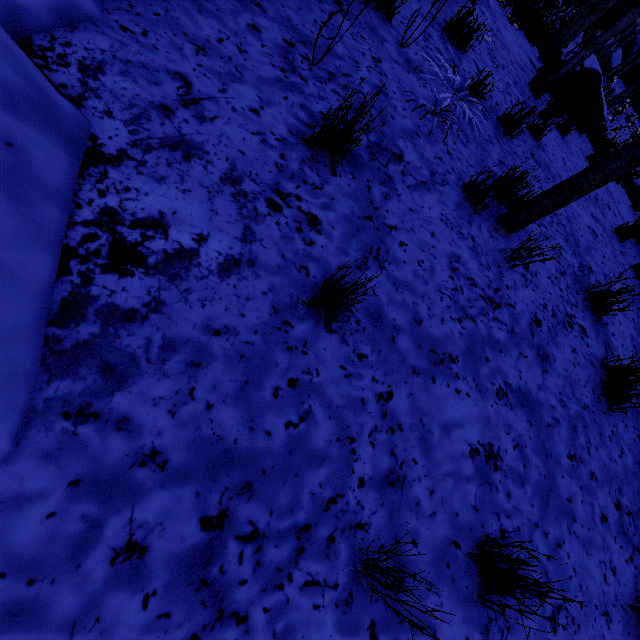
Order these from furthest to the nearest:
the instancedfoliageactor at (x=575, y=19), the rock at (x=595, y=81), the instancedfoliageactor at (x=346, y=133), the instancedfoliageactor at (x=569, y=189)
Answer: the rock at (x=595, y=81)
the instancedfoliageactor at (x=575, y=19)
the instancedfoliageactor at (x=569, y=189)
the instancedfoliageactor at (x=346, y=133)

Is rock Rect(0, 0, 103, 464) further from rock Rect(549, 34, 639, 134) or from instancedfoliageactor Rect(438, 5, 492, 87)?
rock Rect(549, 34, 639, 134)

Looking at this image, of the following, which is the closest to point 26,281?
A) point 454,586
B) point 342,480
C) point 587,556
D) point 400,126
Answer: point 342,480

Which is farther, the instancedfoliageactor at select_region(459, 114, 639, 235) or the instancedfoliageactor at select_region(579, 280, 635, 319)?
the instancedfoliageactor at select_region(579, 280, 635, 319)

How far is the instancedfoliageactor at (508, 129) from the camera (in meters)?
3.69

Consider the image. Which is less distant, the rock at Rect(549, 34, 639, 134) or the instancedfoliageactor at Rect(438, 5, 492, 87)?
the instancedfoliageactor at Rect(438, 5, 492, 87)

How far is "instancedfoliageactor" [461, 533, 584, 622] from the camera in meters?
1.4 m
